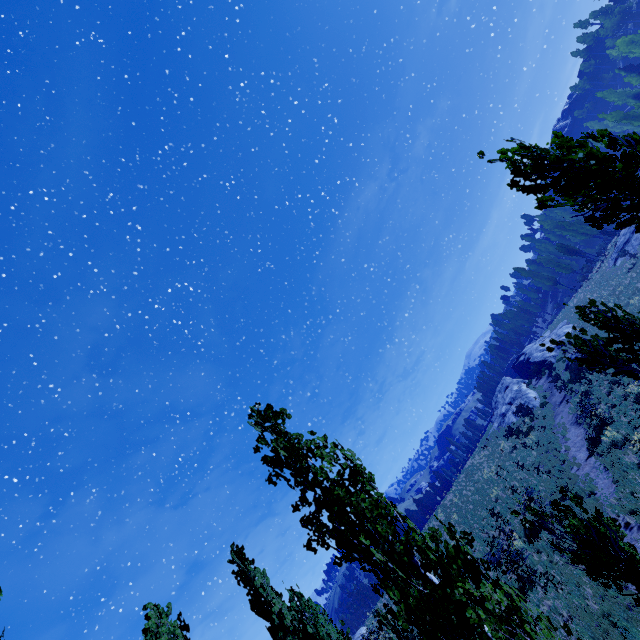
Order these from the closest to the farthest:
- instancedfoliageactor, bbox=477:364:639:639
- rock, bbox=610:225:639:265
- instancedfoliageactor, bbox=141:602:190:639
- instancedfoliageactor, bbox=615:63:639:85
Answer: instancedfoliageactor, bbox=477:364:639:639
instancedfoliageactor, bbox=141:602:190:639
rock, bbox=610:225:639:265
instancedfoliageactor, bbox=615:63:639:85

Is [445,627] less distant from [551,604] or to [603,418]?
[551,604]

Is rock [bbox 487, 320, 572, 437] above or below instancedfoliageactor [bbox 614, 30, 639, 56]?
below

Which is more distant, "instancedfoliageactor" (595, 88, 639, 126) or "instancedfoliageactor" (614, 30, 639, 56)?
"instancedfoliageactor" (614, 30, 639, 56)

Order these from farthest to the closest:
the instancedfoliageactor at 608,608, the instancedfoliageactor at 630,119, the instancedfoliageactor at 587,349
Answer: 1. the instancedfoliageactor at 630,119
2. the instancedfoliageactor at 587,349
3. the instancedfoliageactor at 608,608

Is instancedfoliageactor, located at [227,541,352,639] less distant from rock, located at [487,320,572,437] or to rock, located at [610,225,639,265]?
rock, located at [610,225,639,265]

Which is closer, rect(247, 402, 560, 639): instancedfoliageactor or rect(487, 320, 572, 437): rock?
rect(247, 402, 560, 639): instancedfoliageactor

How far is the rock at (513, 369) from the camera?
35.7 meters
